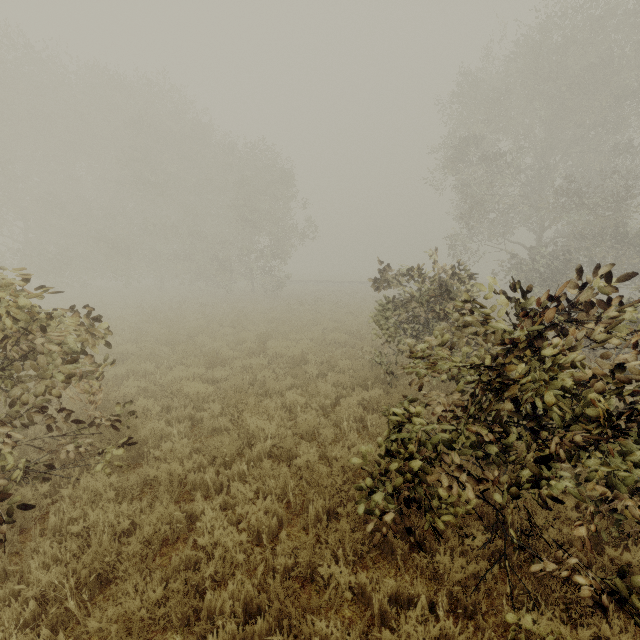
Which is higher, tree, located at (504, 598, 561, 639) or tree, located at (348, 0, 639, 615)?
tree, located at (348, 0, 639, 615)

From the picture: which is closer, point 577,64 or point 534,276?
point 577,64

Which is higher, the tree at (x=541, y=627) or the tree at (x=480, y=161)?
the tree at (x=480, y=161)
